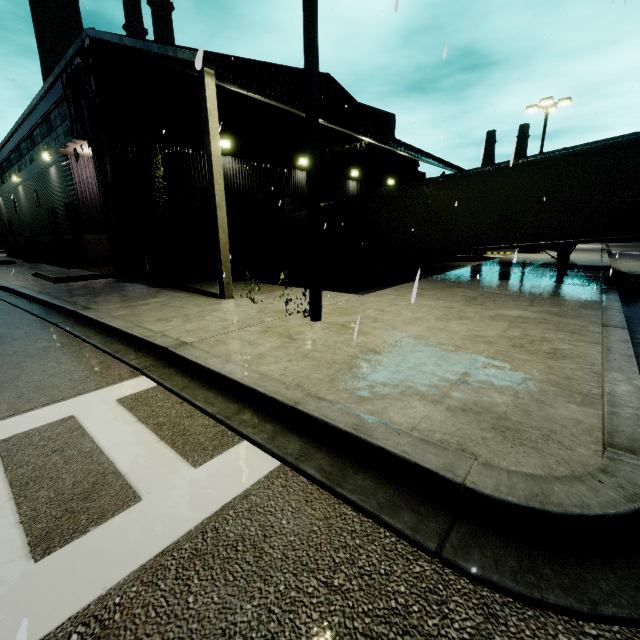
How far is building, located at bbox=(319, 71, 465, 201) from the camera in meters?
13.3 m

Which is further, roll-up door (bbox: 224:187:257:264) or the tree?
roll-up door (bbox: 224:187:257:264)

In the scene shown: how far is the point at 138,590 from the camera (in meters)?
1.79

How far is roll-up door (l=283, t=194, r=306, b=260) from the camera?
17.53m

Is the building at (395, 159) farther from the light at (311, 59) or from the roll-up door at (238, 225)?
the light at (311, 59)

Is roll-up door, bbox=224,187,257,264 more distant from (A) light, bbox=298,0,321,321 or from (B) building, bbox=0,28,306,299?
(A) light, bbox=298,0,321,321

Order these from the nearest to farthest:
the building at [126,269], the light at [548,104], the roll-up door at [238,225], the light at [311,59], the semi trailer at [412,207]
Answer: the light at [311,59], the building at [126,269], the semi trailer at [412,207], the roll-up door at [238,225], the light at [548,104]

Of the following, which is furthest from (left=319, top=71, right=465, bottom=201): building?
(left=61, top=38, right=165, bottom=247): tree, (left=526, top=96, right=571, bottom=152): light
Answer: (left=526, top=96, right=571, bottom=152): light
